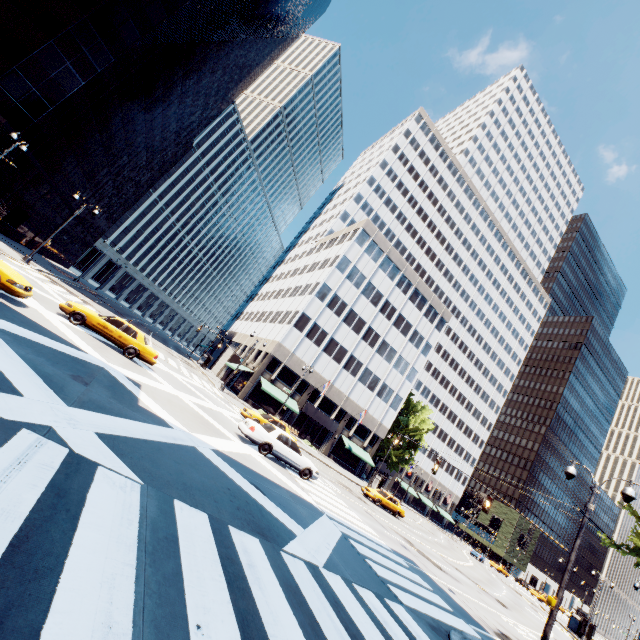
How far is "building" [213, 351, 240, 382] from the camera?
47.5 meters

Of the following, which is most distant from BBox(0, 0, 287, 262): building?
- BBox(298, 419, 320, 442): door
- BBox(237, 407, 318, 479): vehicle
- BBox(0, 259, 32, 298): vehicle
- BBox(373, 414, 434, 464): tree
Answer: BBox(373, 414, 434, 464): tree

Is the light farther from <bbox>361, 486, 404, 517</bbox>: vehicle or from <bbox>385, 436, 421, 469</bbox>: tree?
<bbox>361, 486, 404, 517</bbox>: vehicle

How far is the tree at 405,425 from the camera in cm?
5544

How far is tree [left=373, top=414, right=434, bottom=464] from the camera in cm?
5544

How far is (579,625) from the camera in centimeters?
3991cm

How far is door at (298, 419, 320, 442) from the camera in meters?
46.5 m

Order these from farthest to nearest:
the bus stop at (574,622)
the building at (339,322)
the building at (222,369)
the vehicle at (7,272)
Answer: the building at (222,369) < the building at (339,322) < the bus stop at (574,622) < the vehicle at (7,272)
